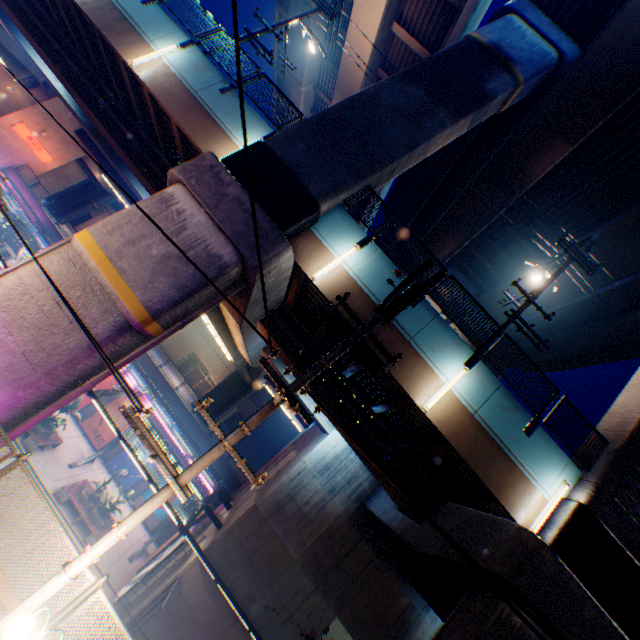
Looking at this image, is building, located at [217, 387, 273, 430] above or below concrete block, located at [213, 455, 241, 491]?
above

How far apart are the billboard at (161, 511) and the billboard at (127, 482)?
0.8 meters

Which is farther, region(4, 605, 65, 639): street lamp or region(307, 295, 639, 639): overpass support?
region(307, 295, 639, 639): overpass support

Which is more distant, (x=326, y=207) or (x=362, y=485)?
(x=362, y=485)

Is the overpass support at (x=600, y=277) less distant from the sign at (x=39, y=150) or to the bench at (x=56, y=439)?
the sign at (x=39, y=150)

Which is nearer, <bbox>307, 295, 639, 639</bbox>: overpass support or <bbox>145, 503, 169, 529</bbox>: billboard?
<bbox>307, 295, 639, 639</bbox>: overpass support

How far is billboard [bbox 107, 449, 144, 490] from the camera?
25.0 meters

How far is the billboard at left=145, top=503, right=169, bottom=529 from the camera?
24.47m
